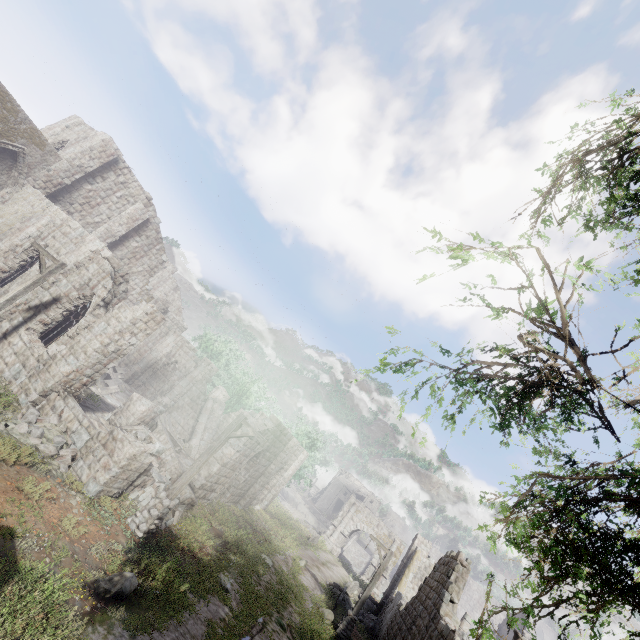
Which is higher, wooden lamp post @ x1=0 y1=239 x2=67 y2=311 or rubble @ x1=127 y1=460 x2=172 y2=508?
wooden lamp post @ x1=0 y1=239 x2=67 y2=311

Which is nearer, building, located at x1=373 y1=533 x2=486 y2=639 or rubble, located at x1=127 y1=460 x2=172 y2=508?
rubble, located at x1=127 y1=460 x2=172 y2=508

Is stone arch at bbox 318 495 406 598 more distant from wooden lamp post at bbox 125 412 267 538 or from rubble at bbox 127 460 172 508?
wooden lamp post at bbox 125 412 267 538

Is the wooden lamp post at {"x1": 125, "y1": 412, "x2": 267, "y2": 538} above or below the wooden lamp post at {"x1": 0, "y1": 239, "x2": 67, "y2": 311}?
below

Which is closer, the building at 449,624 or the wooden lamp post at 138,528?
the wooden lamp post at 138,528

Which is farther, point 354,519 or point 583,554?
point 354,519

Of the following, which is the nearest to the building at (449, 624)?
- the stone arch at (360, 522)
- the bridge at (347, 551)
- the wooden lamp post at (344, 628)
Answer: the stone arch at (360, 522)

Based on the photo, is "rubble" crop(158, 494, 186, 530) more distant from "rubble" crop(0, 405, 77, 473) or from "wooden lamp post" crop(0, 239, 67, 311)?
"wooden lamp post" crop(0, 239, 67, 311)
